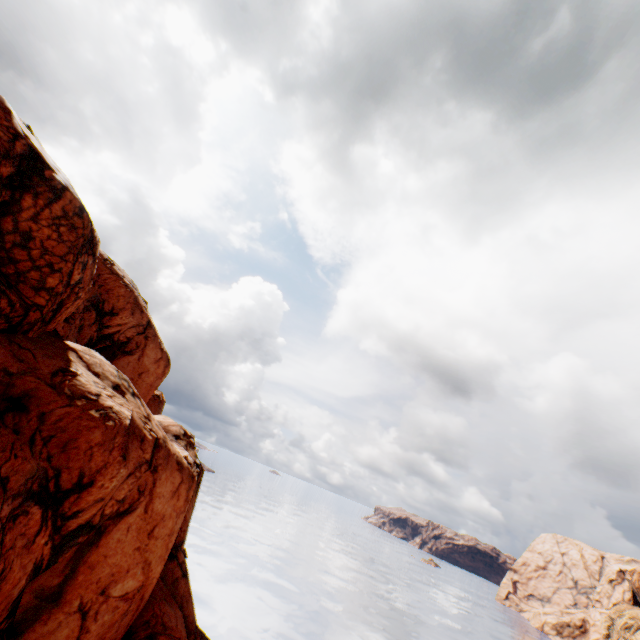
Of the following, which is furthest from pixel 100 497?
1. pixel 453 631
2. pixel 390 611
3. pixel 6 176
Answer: pixel 453 631
